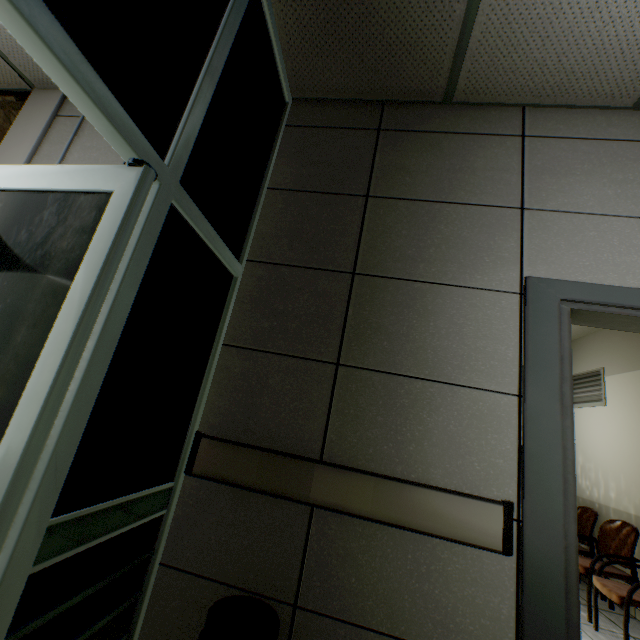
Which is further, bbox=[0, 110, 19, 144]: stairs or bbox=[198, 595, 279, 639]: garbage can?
bbox=[0, 110, 19, 144]: stairs

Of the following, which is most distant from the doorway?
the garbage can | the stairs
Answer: the stairs

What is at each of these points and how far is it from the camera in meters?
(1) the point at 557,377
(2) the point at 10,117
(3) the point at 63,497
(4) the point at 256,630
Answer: (1) door, 1.4
(2) stairs, 2.6
(3) doorway, 0.9
(4) garbage can, 1.1

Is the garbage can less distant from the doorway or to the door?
the doorway

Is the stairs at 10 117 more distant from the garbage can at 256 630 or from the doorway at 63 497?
the garbage can at 256 630

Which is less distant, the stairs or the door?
the door

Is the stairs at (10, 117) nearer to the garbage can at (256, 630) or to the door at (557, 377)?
the garbage can at (256, 630)

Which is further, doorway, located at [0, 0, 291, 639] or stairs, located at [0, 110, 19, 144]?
stairs, located at [0, 110, 19, 144]
